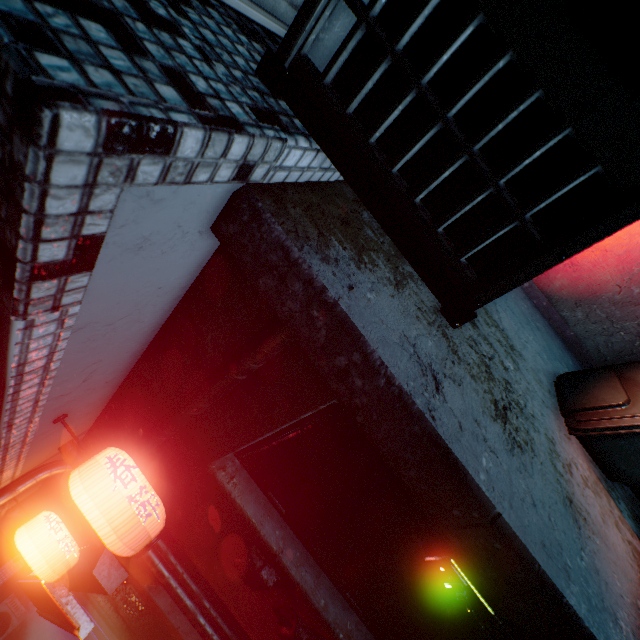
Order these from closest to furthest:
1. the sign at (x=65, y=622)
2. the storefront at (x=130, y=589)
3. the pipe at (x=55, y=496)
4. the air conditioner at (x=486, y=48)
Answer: the air conditioner at (x=486, y=48) < the pipe at (x=55, y=496) < the sign at (x=65, y=622) < the storefront at (x=130, y=589)

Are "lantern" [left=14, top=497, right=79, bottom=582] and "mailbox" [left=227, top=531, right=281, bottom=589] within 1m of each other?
no

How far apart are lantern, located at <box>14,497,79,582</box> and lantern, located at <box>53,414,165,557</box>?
1.5 meters

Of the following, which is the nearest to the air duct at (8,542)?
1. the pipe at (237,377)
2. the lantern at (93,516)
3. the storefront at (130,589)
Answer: the pipe at (237,377)

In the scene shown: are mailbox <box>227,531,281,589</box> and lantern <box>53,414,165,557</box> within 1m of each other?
yes

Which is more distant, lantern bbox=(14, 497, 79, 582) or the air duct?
the air duct

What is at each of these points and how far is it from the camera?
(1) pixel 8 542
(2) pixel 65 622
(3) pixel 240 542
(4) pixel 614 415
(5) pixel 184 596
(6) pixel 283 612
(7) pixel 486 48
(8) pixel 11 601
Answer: (1) air duct, 3.5m
(2) sign, 3.4m
(3) mailbox, 1.7m
(4) trash bin, 1.5m
(5) pipe, 2.2m
(6) mailbox, 1.8m
(7) air conditioner, 0.8m
(8) air conditioner, 8.3m

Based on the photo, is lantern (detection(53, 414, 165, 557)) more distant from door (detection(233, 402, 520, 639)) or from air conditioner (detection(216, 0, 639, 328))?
air conditioner (detection(216, 0, 639, 328))
